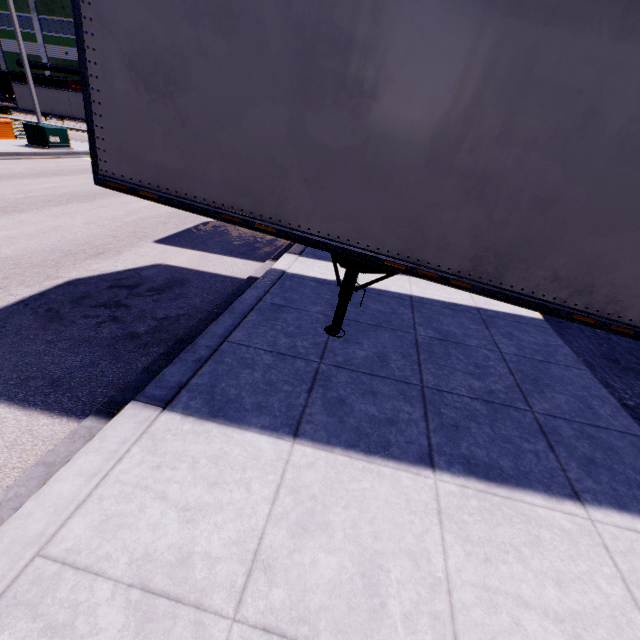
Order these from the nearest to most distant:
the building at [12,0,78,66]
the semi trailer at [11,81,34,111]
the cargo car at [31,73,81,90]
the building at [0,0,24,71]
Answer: the semi trailer at [11,81,34,111], the cargo car at [31,73,81,90], the building at [12,0,78,66], the building at [0,0,24,71]

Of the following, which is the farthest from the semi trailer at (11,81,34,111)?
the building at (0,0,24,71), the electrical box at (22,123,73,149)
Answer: the electrical box at (22,123,73,149)

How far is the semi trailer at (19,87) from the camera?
37.09m

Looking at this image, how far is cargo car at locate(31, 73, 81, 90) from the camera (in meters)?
45.78

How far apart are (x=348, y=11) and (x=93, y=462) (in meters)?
4.31

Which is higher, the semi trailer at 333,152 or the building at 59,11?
the building at 59,11

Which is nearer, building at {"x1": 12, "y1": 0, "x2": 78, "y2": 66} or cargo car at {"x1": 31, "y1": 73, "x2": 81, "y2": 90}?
cargo car at {"x1": 31, "y1": 73, "x2": 81, "y2": 90}

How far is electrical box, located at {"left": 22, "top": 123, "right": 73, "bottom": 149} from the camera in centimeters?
1670cm
